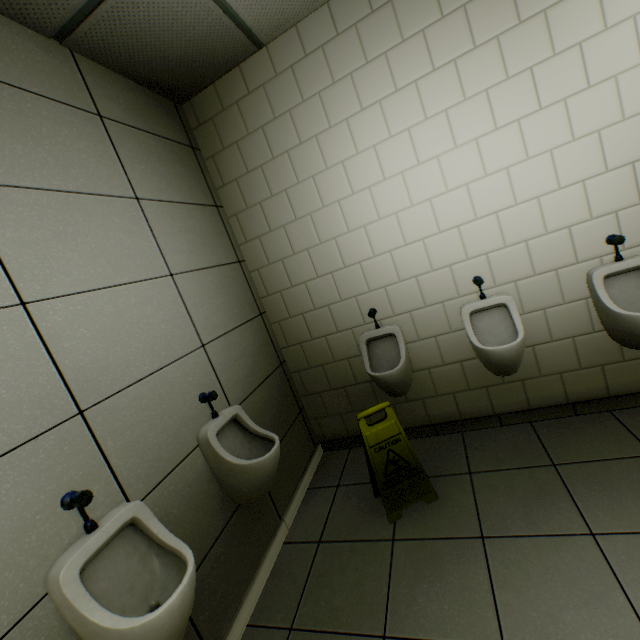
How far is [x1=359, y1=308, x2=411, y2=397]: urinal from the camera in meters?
2.4

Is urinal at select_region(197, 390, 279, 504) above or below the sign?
above

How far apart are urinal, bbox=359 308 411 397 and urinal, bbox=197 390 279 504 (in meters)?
0.85

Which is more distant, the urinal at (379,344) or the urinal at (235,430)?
the urinal at (379,344)

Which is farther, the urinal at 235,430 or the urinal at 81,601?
the urinal at 235,430

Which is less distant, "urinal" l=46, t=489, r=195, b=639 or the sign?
"urinal" l=46, t=489, r=195, b=639

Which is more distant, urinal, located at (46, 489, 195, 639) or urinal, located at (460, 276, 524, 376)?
urinal, located at (460, 276, 524, 376)

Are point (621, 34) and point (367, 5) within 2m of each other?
yes
